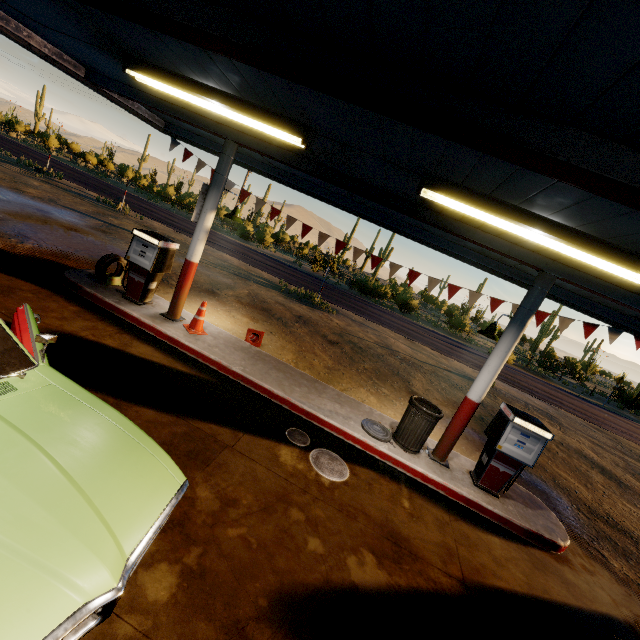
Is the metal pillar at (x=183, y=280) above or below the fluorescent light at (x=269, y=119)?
below

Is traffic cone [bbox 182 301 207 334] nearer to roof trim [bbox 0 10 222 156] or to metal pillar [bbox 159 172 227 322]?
metal pillar [bbox 159 172 227 322]

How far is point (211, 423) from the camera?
4.7m

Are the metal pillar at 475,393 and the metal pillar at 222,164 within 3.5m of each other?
no

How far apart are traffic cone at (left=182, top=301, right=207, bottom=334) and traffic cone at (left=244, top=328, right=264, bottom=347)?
1.1m

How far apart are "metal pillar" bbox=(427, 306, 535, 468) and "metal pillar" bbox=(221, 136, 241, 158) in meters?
5.9 m

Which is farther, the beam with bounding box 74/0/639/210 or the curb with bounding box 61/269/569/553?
the curb with bounding box 61/269/569/553

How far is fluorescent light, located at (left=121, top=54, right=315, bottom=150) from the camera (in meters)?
4.22
